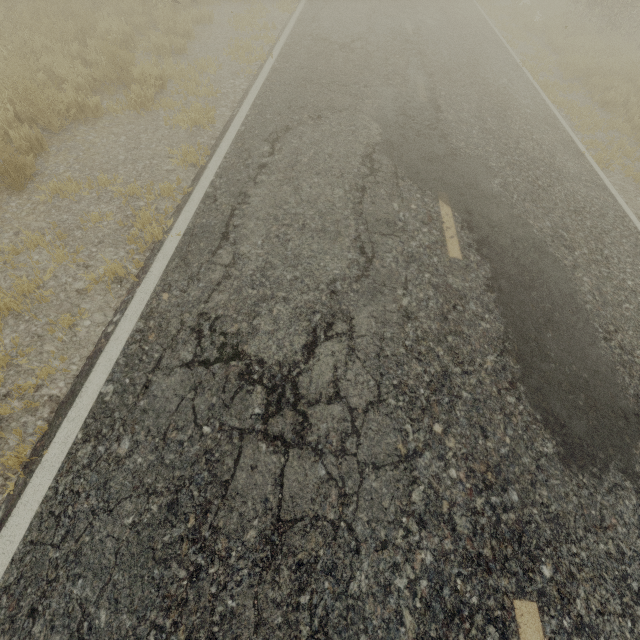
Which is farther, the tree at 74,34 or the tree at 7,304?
the tree at 74,34

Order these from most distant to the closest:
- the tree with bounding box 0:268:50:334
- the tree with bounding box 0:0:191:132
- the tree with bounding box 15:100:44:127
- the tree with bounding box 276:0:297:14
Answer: the tree with bounding box 276:0:297:14 < the tree with bounding box 0:0:191:132 < the tree with bounding box 15:100:44:127 < the tree with bounding box 0:268:50:334

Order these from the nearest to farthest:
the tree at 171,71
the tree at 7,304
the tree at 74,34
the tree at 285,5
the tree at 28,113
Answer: the tree at 7,304
the tree at 28,113
the tree at 74,34
the tree at 171,71
the tree at 285,5

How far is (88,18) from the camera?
6.7m

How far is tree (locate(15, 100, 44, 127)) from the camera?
4.8m

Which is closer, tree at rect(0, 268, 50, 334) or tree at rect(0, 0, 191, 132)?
tree at rect(0, 268, 50, 334)
